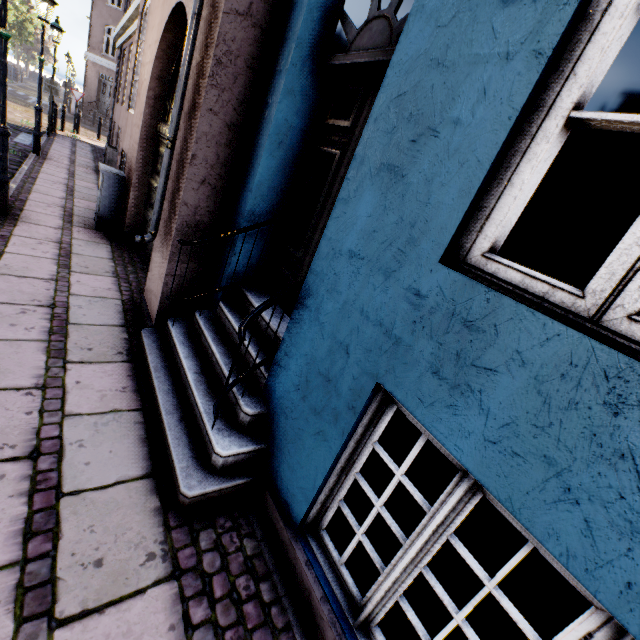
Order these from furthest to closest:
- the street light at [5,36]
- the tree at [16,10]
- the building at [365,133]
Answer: the tree at [16,10] < the street light at [5,36] < the building at [365,133]

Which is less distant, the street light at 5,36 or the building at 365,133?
the building at 365,133

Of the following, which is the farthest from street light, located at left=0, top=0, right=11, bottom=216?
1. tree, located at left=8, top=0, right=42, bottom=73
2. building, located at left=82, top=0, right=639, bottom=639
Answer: building, located at left=82, top=0, right=639, bottom=639

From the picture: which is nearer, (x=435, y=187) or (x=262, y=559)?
(x=435, y=187)

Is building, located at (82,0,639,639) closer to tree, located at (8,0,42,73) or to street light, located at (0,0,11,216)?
street light, located at (0,0,11,216)

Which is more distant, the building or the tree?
the tree
